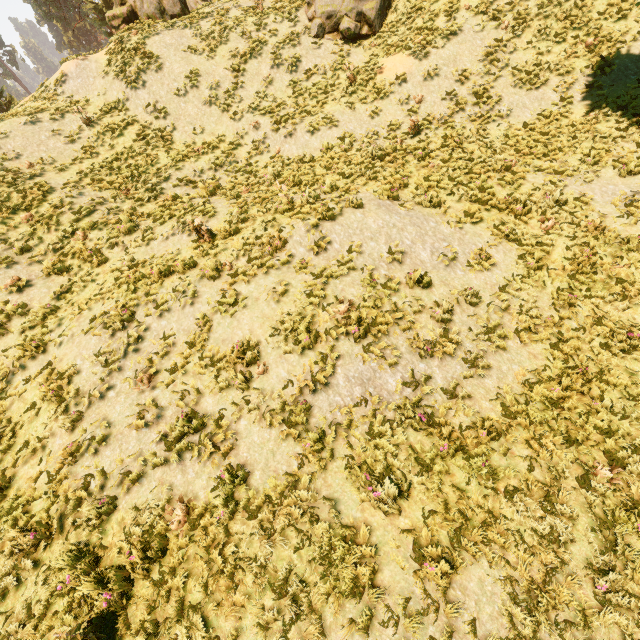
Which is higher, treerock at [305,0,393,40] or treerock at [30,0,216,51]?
treerock at [30,0,216,51]

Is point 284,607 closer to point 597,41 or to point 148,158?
point 148,158

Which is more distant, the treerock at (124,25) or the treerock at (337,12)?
the treerock at (124,25)

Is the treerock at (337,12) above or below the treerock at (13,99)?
below

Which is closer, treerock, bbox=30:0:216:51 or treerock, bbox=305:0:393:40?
treerock, bbox=305:0:393:40
